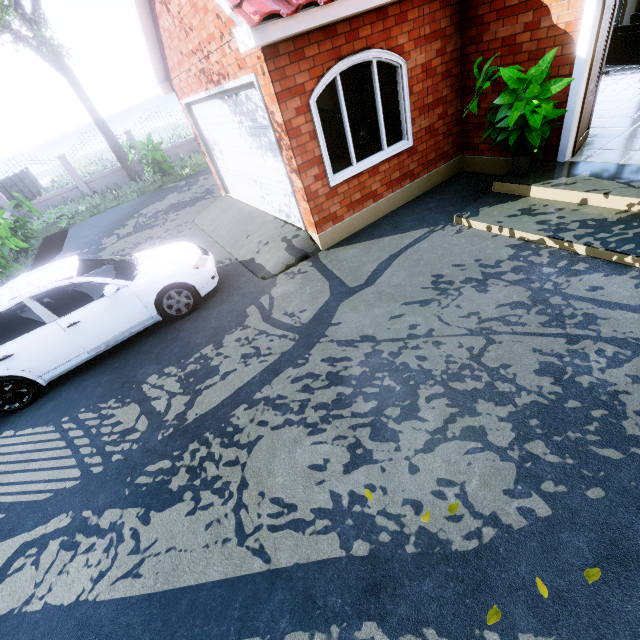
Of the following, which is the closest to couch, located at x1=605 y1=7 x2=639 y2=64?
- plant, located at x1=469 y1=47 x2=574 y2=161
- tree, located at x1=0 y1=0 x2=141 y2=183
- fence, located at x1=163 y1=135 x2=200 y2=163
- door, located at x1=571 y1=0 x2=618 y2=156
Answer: door, located at x1=571 y1=0 x2=618 y2=156

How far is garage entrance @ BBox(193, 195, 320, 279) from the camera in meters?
6.1 m

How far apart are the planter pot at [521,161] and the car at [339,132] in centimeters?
515cm

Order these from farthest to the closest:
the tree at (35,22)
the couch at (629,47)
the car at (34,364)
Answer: the tree at (35,22)
the couch at (629,47)
the car at (34,364)

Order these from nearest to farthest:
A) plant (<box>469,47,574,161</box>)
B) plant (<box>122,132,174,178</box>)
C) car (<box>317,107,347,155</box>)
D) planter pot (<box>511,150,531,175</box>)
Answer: plant (<box>469,47,574,161</box>) < planter pot (<box>511,150,531,175</box>) < car (<box>317,107,347,155</box>) < plant (<box>122,132,174,178</box>)

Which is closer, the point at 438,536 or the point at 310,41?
the point at 438,536

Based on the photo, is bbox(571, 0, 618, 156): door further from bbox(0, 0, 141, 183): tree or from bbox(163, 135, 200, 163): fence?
bbox(163, 135, 200, 163): fence

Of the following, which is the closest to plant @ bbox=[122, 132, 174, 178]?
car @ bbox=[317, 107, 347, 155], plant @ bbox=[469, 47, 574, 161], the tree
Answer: the tree
